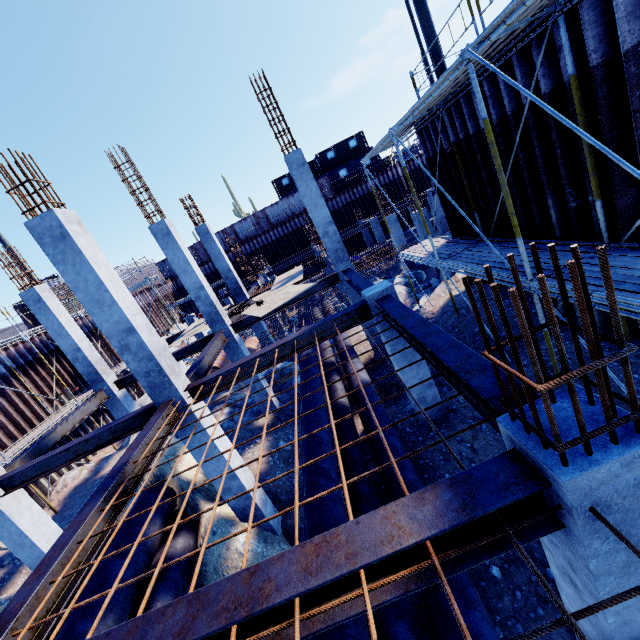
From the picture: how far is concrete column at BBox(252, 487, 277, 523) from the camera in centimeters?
775cm

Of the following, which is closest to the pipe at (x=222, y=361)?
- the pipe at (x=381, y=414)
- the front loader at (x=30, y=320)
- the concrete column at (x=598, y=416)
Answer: the pipe at (x=381, y=414)

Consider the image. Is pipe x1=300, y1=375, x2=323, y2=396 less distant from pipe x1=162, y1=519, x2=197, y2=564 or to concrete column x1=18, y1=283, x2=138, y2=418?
pipe x1=162, y1=519, x2=197, y2=564

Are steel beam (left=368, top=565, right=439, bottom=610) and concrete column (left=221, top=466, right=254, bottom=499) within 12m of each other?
yes

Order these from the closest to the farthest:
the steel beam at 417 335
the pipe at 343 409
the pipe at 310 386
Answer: the steel beam at 417 335 < the pipe at 343 409 < the pipe at 310 386

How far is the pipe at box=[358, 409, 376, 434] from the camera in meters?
7.3 m

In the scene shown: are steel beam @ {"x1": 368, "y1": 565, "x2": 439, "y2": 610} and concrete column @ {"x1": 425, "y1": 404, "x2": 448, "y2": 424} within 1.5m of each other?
no

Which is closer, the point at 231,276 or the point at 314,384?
the point at 314,384
